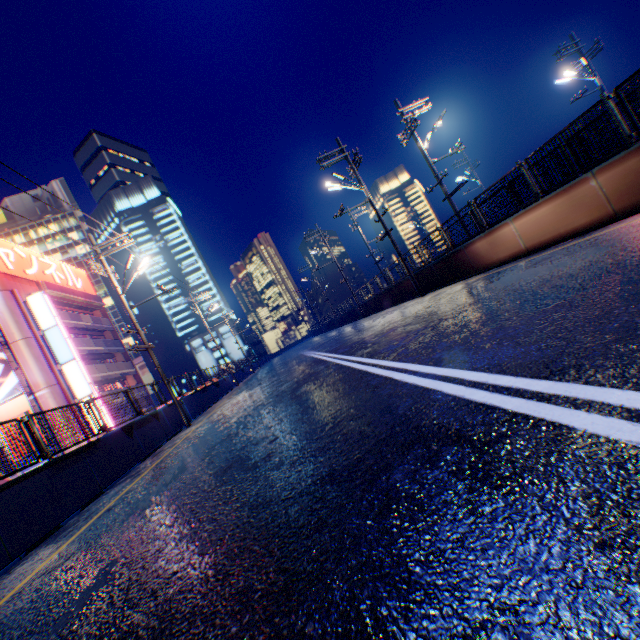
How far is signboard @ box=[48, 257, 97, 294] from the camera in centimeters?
3581cm

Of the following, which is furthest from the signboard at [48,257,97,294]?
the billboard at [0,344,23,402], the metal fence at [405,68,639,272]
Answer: the metal fence at [405,68,639,272]

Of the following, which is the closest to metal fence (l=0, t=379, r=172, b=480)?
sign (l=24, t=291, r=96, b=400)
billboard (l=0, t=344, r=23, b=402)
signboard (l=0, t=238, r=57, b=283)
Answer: sign (l=24, t=291, r=96, b=400)

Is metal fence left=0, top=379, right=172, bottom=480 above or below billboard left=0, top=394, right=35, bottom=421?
below

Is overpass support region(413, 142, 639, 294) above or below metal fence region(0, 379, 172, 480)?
below

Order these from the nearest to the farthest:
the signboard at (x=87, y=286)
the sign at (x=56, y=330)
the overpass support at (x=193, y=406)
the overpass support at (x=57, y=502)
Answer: the overpass support at (x=57, y=502) → the overpass support at (x=193, y=406) → the sign at (x=56, y=330) → the signboard at (x=87, y=286)

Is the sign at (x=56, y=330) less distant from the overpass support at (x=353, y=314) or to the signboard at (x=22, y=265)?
the signboard at (x=22, y=265)

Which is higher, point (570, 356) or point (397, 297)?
point (397, 297)
